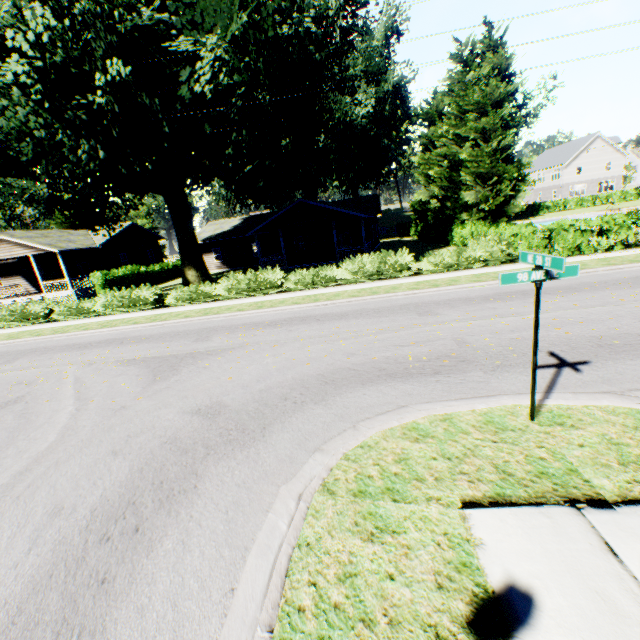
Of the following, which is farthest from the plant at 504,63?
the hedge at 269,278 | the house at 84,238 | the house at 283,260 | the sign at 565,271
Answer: the sign at 565,271

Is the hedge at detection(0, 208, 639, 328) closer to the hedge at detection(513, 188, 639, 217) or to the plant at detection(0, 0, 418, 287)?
the plant at detection(0, 0, 418, 287)

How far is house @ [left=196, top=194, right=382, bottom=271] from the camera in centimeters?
2798cm

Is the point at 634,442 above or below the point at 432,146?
below

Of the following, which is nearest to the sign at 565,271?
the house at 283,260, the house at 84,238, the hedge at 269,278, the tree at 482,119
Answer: the hedge at 269,278

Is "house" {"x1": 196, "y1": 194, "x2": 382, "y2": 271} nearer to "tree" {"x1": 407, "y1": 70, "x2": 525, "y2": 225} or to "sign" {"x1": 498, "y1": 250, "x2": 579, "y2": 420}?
"tree" {"x1": 407, "y1": 70, "x2": 525, "y2": 225}

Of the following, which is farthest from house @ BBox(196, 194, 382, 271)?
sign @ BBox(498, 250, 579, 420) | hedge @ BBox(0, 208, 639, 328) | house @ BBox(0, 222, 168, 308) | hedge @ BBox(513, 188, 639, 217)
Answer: sign @ BBox(498, 250, 579, 420)

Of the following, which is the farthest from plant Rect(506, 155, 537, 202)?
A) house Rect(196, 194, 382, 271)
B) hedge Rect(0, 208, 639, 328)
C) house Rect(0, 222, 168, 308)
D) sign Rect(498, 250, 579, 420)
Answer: sign Rect(498, 250, 579, 420)
